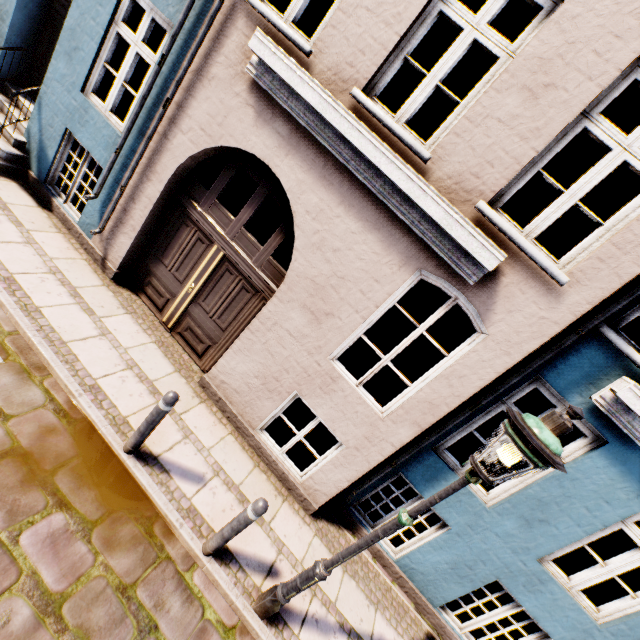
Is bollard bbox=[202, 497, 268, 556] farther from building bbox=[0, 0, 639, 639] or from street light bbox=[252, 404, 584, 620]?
building bbox=[0, 0, 639, 639]

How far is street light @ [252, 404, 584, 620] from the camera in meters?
2.2 m

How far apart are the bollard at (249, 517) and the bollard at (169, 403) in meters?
1.3 m

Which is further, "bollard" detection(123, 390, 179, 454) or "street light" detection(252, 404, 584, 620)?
"bollard" detection(123, 390, 179, 454)

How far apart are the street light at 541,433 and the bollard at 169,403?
2.2m

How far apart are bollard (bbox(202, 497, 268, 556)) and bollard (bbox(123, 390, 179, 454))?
1.3m

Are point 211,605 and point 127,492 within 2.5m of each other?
yes
